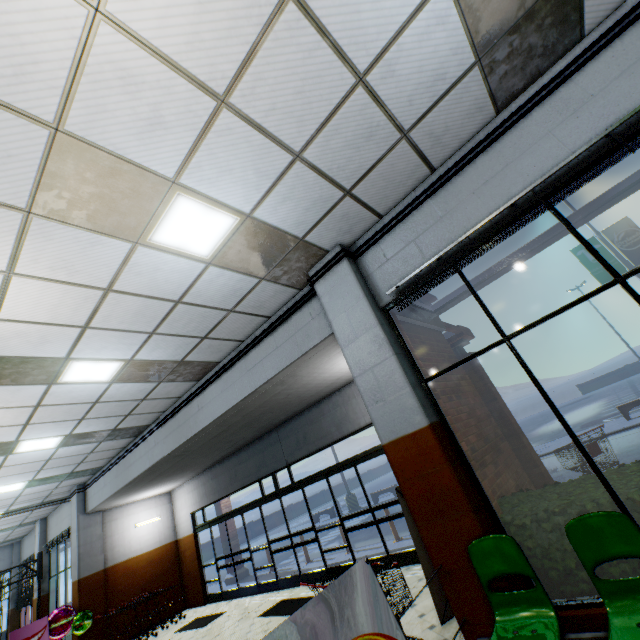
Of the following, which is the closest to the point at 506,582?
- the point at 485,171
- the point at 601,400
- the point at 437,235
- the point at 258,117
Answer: the point at 437,235

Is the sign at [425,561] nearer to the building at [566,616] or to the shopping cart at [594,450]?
the building at [566,616]

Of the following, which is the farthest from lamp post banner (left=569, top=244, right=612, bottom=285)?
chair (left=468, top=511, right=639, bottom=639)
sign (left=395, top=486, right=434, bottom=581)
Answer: chair (left=468, top=511, right=639, bottom=639)

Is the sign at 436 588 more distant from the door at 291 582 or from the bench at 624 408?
the bench at 624 408

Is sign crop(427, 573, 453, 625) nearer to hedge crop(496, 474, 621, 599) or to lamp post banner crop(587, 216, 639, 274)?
hedge crop(496, 474, 621, 599)

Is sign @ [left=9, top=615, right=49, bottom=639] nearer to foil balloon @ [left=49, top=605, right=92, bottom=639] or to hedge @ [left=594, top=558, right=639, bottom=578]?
foil balloon @ [left=49, top=605, right=92, bottom=639]

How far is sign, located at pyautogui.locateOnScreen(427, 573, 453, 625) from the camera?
4.22m

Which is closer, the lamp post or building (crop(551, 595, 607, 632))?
building (crop(551, 595, 607, 632))
